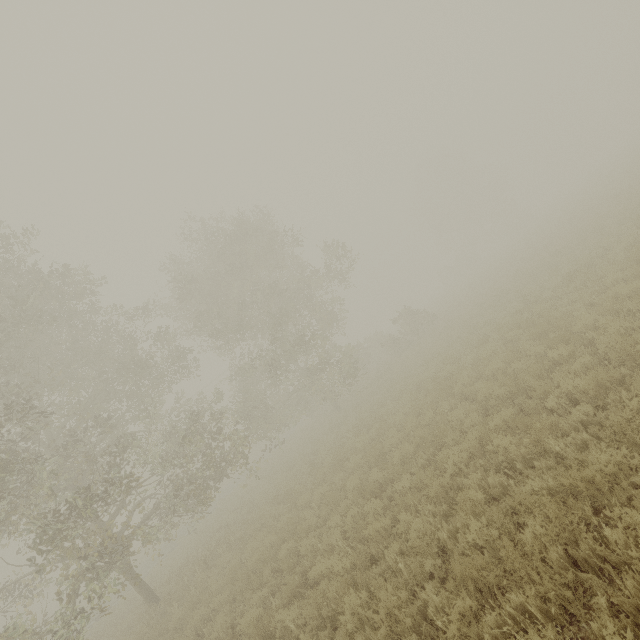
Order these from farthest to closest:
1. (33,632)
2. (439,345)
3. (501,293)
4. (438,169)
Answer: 1. (438,169)
2. (501,293)
3. (439,345)
4. (33,632)
